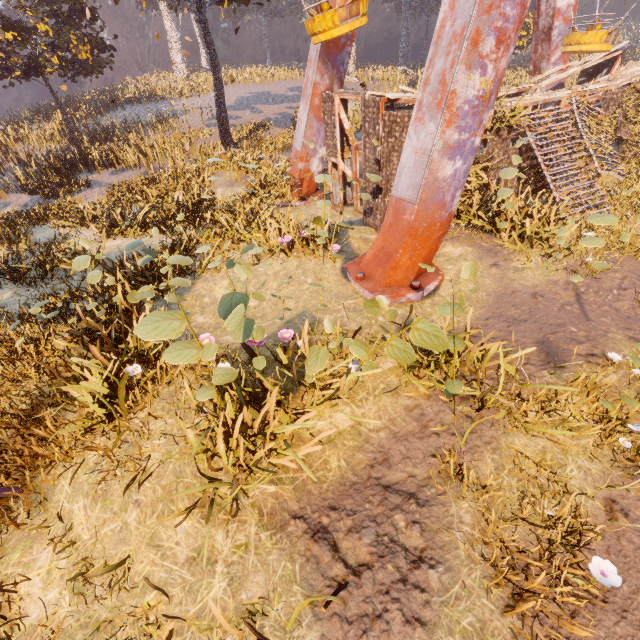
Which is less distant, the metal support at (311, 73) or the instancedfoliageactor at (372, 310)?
the instancedfoliageactor at (372, 310)

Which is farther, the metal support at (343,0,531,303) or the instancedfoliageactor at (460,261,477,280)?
the metal support at (343,0,531,303)

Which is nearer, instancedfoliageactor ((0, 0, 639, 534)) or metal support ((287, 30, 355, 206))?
instancedfoliageactor ((0, 0, 639, 534))

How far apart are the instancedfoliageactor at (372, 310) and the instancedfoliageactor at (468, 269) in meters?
0.6

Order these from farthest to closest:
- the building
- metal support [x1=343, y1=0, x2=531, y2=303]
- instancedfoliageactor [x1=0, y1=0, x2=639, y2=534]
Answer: the building < metal support [x1=343, y1=0, x2=531, y2=303] < instancedfoliageactor [x1=0, y1=0, x2=639, y2=534]

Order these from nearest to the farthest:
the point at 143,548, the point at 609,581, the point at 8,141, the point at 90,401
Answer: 1. the point at 609,581
2. the point at 143,548
3. the point at 90,401
4. the point at 8,141

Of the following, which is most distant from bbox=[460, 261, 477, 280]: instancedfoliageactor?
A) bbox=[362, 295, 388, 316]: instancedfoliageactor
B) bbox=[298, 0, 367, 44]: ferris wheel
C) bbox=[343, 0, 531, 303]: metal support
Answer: bbox=[298, 0, 367, 44]: ferris wheel

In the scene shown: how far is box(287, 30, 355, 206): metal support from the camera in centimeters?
1180cm
